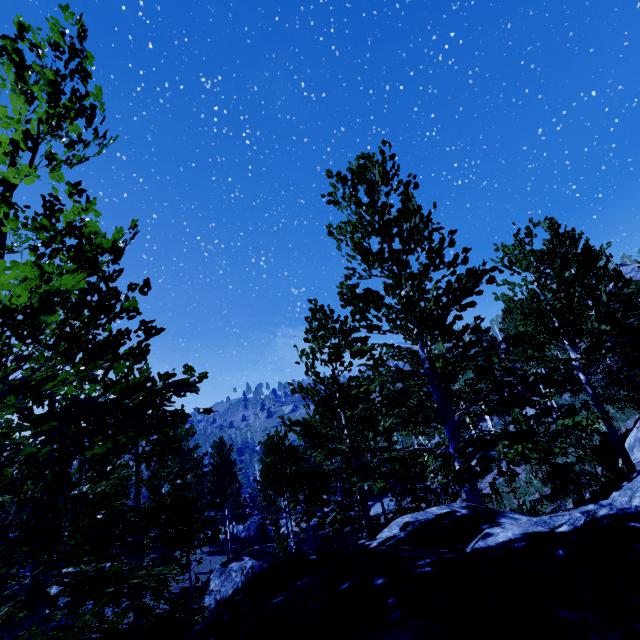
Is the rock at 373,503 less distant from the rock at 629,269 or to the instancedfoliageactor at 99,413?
the instancedfoliageactor at 99,413

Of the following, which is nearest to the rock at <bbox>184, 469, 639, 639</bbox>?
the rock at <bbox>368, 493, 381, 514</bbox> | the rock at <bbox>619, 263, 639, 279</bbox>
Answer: the rock at <bbox>368, 493, 381, 514</bbox>

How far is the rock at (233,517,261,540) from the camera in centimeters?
3466cm

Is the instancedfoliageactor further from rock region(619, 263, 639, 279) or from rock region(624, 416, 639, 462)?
rock region(619, 263, 639, 279)

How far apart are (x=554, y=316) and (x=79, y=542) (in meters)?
10.69

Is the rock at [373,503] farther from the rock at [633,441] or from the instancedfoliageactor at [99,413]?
the rock at [633,441]

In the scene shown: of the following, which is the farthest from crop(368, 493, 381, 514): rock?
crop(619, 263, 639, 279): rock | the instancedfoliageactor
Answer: crop(619, 263, 639, 279): rock

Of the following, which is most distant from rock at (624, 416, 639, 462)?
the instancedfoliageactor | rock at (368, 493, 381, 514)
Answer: rock at (368, 493, 381, 514)
